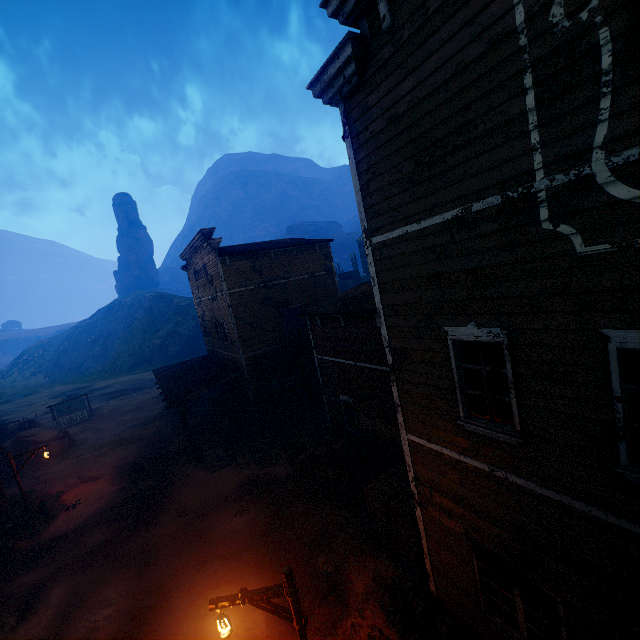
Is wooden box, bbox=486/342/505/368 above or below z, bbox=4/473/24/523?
above

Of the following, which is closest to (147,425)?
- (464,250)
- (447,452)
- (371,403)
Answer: (371,403)

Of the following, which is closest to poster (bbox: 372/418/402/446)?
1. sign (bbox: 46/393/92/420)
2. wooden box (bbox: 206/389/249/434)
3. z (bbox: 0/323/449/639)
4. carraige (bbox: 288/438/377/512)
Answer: carraige (bbox: 288/438/377/512)

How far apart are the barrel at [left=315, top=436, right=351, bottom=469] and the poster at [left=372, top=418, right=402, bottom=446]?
1.19m

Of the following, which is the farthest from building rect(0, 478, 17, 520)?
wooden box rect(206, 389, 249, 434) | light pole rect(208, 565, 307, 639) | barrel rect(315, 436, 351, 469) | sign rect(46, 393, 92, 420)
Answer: sign rect(46, 393, 92, 420)

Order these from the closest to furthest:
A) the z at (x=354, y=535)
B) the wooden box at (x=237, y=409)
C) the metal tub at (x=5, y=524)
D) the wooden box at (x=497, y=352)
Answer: the wooden box at (x=497, y=352)
the z at (x=354, y=535)
the metal tub at (x=5, y=524)
the wooden box at (x=237, y=409)

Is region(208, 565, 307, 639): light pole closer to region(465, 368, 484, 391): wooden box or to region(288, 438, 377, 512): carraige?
region(465, 368, 484, 391): wooden box

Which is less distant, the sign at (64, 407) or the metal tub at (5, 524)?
the metal tub at (5, 524)
